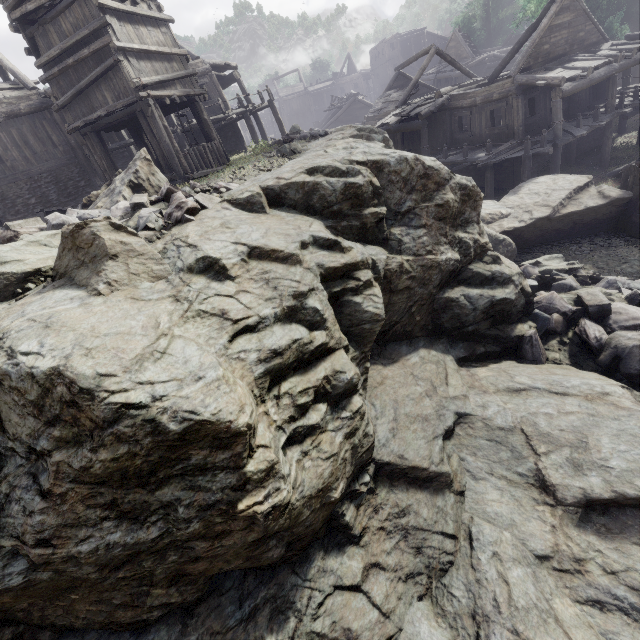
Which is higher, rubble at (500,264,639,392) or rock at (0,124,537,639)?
rock at (0,124,537,639)

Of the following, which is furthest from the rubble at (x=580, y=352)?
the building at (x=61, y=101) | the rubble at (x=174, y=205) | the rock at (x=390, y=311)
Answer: the rubble at (x=174, y=205)

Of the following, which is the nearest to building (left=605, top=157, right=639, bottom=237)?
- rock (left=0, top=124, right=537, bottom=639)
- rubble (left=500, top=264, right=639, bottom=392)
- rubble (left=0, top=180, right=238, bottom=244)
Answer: rock (left=0, top=124, right=537, bottom=639)

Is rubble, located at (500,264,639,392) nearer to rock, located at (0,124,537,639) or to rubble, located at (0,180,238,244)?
rock, located at (0,124,537,639)

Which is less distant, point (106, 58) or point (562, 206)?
point (106, 58)

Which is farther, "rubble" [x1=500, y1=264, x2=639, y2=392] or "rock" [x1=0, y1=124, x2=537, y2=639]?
"rubble" [x1=500, y1=264, x2=639, y2=392]

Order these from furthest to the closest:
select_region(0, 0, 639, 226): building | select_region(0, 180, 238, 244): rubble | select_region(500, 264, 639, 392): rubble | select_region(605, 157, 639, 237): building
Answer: select_region(605, 157, 639, 237): building
select_region(0, 0, 639, 226): building
select_region(500, 264, 639, 392): rubble
select_region(0, 180, 238, 244): rubble
